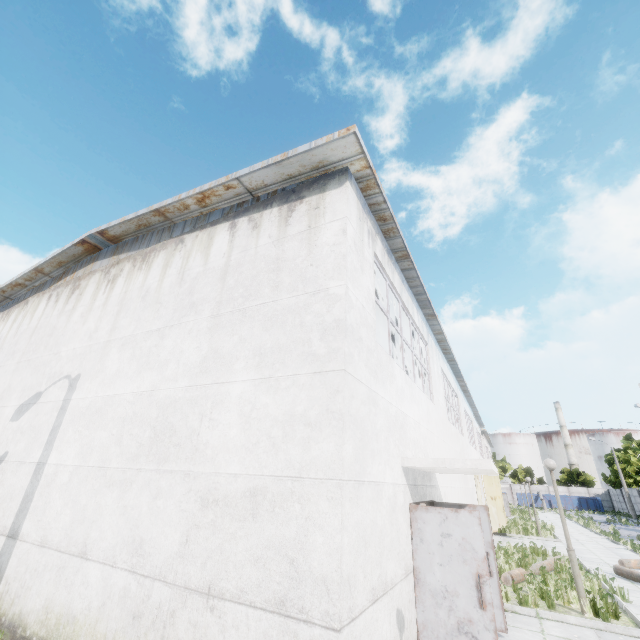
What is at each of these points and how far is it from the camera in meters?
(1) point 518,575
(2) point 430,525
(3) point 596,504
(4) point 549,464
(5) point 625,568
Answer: (1) log, 10.0 m
(2) door, 5.6 m
(3) garbage container, 51.1 m
(4) lamp post, 9.1 m
(5) log, 11.4 m

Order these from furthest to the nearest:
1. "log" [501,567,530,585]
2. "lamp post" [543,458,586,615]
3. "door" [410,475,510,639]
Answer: "log" [501,567,530,585] < "lamp post" [543,458,586,615] < "door" [410,475,510,639]

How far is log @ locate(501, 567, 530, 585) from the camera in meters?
9.7 m

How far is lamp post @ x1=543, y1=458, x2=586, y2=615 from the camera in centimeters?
785cm

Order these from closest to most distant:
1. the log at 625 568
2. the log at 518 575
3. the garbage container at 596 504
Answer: the log at 518 575
the log at 625 568
the garbage container at 596 504

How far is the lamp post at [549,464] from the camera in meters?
7.9 m

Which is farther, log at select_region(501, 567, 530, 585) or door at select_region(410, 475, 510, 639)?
log at select_region(501, 567, 530, 585)

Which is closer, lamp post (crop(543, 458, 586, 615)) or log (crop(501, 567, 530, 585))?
lamp post (crop(543, 458, 586, 615))
